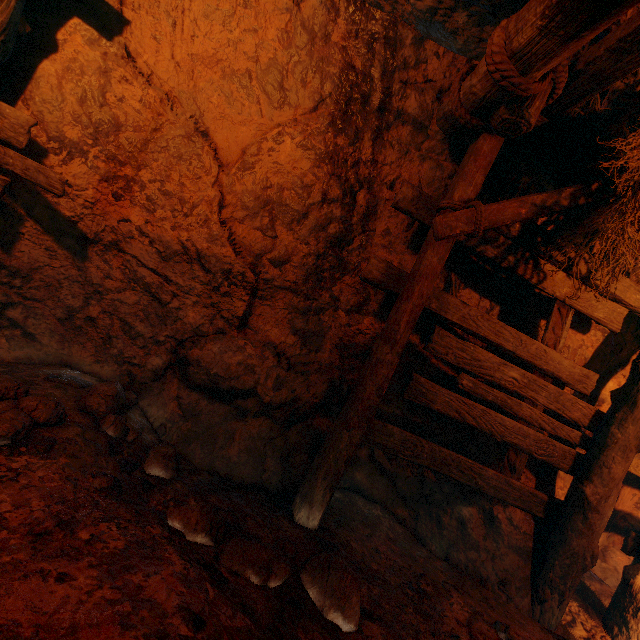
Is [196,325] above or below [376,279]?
below

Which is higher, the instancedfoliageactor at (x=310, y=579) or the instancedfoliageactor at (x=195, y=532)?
the instancedfoliageactor at (x=195, y=532)

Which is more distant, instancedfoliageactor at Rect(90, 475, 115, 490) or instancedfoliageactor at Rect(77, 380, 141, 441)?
instancedfoliageactor at Rect(77, 380, 141, 441)

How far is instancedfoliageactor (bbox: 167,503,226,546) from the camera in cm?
198

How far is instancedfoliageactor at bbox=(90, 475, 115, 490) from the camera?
2.1m

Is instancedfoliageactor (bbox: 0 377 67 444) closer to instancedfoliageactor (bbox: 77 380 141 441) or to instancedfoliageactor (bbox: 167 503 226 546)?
instancedfoliageactor (bbox: 77 380 141 441)

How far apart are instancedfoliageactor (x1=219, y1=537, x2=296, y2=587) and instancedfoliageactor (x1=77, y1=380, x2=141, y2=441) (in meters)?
0.90

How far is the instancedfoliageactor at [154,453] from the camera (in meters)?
2.50
